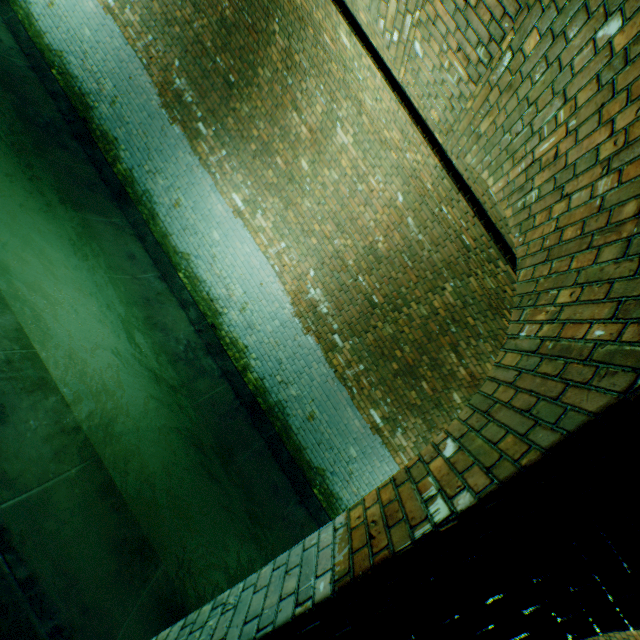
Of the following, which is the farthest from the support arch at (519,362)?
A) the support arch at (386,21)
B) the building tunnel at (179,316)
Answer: the support arch at (386,21)

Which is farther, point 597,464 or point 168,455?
point 168,455

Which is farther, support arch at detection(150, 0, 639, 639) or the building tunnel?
the building tunnel

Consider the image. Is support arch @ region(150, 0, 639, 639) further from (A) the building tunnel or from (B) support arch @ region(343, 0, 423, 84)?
(B) support arch @ region(343, 0, 423, 84)

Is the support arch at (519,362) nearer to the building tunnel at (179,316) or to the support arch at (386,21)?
the building tunnel at (179,316)

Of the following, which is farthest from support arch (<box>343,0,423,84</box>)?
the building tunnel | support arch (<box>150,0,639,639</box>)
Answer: support arch (<box>150,0,639,639</box>)
